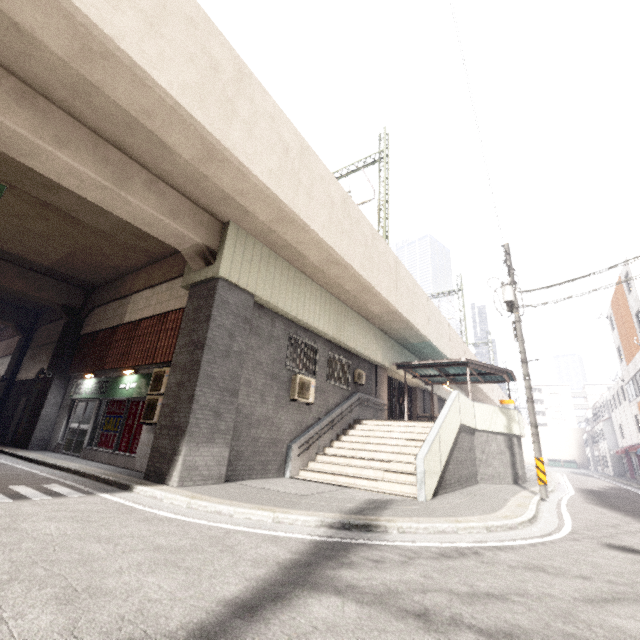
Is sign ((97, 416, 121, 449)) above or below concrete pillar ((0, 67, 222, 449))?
below

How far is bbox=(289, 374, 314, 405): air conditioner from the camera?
11.0m

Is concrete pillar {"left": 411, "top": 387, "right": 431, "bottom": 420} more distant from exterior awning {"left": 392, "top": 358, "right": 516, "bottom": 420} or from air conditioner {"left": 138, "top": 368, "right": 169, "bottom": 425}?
air conditioner {"left": 138, "top": 368, "right": 169, "bottom": 425}

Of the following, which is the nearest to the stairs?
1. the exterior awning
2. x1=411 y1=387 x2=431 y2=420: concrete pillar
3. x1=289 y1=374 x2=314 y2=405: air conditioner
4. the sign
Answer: x1=289 y1=374 x2=314 y2=405: air conditioner

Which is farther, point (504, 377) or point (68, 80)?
point (504, 377)

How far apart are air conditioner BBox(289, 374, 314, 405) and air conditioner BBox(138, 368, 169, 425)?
3.70m

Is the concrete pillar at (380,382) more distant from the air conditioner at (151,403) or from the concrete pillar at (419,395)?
the air conditioner at (151,403)

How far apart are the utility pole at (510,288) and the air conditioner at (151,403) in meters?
11.7
